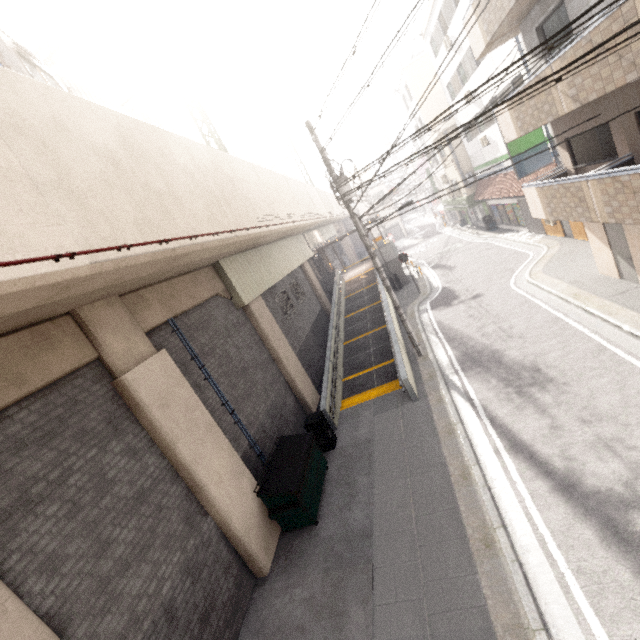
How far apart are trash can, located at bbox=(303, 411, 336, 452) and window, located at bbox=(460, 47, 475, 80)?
20.2m

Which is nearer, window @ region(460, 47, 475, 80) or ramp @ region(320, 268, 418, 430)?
ramp @ region(320, 268, 418, 430)

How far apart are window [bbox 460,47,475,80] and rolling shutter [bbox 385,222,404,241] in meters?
30.2

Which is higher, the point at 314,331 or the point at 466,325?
the point at 314,331

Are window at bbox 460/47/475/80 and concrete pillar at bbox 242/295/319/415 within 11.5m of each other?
no

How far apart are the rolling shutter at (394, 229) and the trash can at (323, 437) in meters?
44.2

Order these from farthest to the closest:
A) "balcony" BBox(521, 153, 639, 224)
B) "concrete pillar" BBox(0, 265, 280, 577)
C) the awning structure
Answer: the awning structure, "balcony" BBox(521, 153, 639, 224), "concrete pillar" BBox(0, 265, 280, 577)

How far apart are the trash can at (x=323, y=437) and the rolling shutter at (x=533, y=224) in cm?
1713
